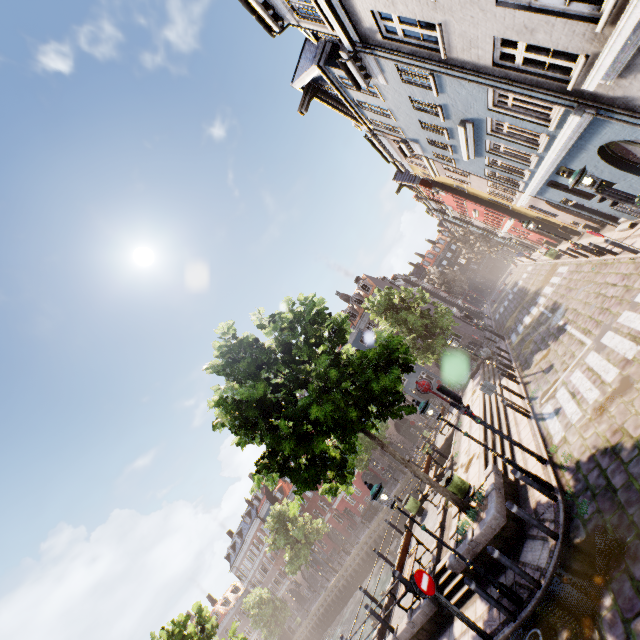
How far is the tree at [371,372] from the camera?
9.59m

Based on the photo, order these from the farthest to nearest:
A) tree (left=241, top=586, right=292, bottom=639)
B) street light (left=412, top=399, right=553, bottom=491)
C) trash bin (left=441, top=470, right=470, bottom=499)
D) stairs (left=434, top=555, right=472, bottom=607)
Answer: tree (left=241, top=586, right=292, bottom=639) < trash bin (left=441, top=470, right=470, bottom=499) < stairs (left=434, top=555, right=472, bottom=607) < street light (left=412, top=399, right=553, bottom=491)

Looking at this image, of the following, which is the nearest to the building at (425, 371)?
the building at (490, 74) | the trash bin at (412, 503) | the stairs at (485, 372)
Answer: the building at (490, 74)

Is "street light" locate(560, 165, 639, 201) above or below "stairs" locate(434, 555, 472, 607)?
above

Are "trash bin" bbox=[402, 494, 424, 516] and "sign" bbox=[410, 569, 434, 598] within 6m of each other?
no

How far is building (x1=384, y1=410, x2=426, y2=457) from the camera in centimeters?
3962cm

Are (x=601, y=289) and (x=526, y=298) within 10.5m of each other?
no
